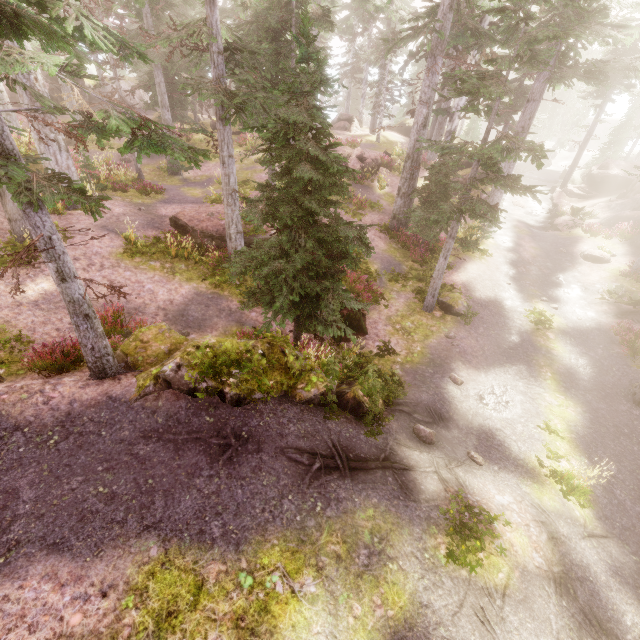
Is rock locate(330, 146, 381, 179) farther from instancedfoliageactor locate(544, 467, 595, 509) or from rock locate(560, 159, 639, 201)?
rock locate(560, 159, 639, 201)

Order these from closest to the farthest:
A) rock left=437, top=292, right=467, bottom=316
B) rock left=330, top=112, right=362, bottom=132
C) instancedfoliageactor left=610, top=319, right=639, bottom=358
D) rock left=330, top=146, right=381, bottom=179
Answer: instancedfoliageactor left=610, top=319, right=639, bottom=358, rock left=437, top=292, right=467, bottom=316, rock left=330, top=146, right=381, bottom=179, rock left=330, top=112, right=362, bottom=132

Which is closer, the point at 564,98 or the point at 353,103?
the point at 564,98

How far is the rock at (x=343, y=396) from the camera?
A: 8.3m

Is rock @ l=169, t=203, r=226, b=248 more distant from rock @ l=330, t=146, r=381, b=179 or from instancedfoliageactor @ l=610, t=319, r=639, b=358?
rock @ l=330, t=146, r=381, b=179

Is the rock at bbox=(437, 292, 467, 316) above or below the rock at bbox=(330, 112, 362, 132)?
below

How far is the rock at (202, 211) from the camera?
14.42m

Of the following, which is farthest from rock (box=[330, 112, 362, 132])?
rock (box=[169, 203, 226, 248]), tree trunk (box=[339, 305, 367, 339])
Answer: tree trunk (box=[339, 305, 367, 339])
